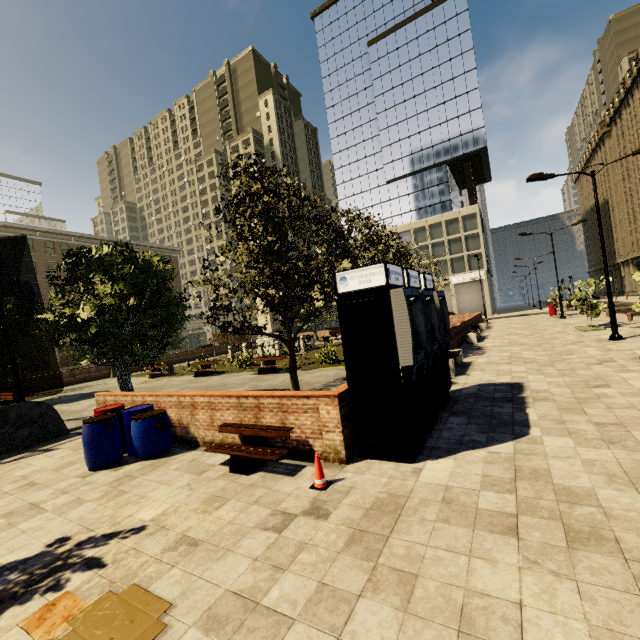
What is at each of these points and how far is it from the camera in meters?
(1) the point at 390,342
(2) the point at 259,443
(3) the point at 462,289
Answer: (1) atm, 5.3
(2) bench, 6.0
(3) building, 54.6

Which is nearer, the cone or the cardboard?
the cardboard

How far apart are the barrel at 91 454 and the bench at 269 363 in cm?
938

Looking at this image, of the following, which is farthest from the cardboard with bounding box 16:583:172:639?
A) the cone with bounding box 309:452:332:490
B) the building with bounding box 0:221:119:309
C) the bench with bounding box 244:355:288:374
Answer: the building with bounding box 0:221:119:309

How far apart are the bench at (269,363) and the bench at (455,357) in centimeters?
831cm

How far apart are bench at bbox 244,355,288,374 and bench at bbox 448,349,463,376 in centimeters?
831cm

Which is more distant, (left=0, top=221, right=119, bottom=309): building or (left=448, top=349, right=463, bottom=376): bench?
(left=0, top=221, right=119, bottom=309): building

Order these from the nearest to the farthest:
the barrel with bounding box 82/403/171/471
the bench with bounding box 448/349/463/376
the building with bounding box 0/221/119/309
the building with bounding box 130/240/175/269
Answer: the barrel with bounding box 82/403/171/471
the bench with bounding box 448/349/463/376
the building with bounding box 0/221/119/309
the building with bounding box 130/240/175/269
